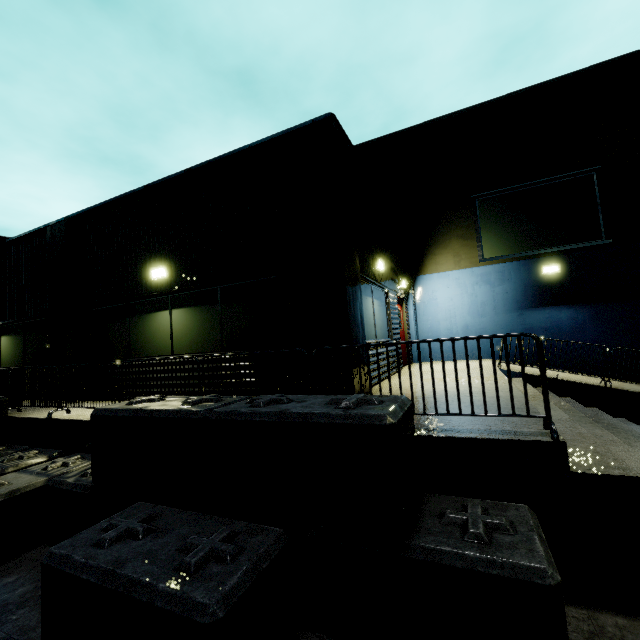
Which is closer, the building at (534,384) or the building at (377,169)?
the building at (534,384)

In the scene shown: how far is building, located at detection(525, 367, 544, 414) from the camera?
4.3m

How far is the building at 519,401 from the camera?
4.2m

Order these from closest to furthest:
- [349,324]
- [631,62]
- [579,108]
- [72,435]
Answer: [349,324] → [72,435] → [631,62] → [579,108]

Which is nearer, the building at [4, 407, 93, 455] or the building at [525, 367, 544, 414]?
the building at [525, 367, 544, 414]

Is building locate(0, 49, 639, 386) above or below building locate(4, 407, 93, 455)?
above
